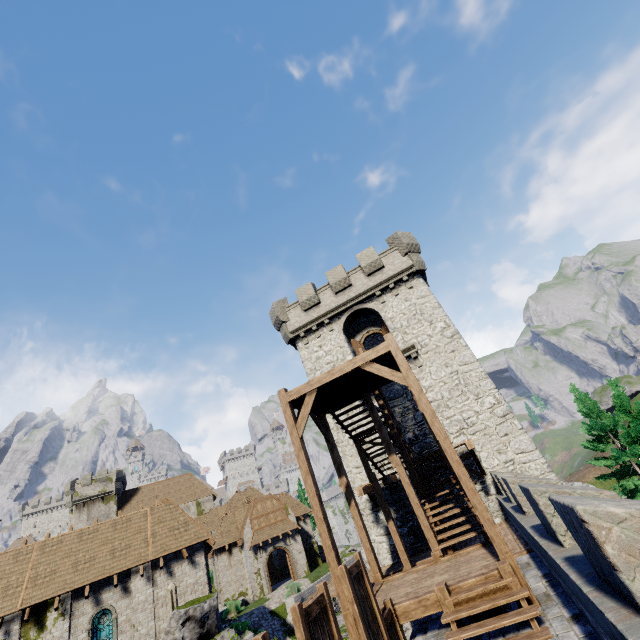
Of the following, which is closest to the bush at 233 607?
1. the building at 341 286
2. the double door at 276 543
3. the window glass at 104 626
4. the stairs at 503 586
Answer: the double door at 276 543

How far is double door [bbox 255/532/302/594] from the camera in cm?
3503

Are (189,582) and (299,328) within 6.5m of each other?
no

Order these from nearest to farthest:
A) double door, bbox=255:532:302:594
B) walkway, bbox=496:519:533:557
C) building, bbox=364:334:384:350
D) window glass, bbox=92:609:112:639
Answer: walkway, bbox=496:519:533:557
window glass, bbox=92:609:112:639
building, bbox=364:334:384:350
double door, bbox=255:532:302:594

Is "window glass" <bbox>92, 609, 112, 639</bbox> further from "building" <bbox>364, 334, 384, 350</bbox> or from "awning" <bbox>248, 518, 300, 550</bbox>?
"awning" <bbox>248, 518, 300, 550</bbox>

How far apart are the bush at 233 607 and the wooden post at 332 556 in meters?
30.6 m

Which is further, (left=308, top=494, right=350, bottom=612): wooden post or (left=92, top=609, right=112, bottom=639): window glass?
(left=92, top=609, right=112, bottom=639): window glass

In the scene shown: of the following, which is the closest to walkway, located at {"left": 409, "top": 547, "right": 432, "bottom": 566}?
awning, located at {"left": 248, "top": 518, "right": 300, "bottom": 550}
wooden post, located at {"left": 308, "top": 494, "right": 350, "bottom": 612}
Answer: wooden post, located at {"left": 308, "top": 494, "right": 350, "bottom": 612}
